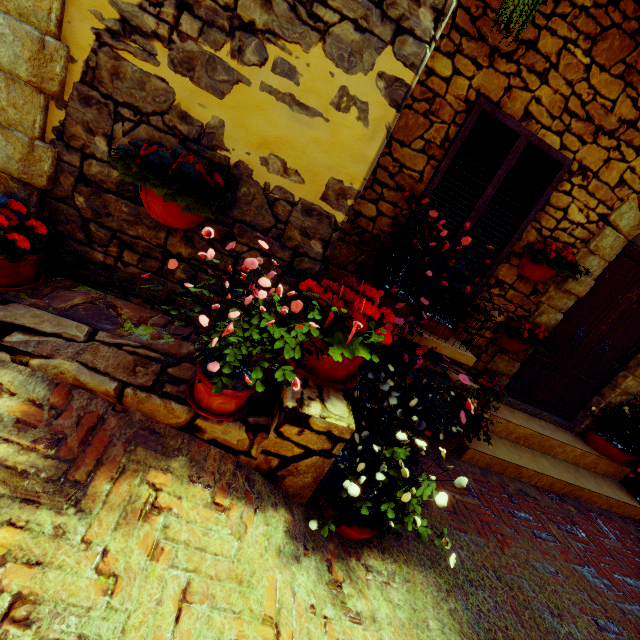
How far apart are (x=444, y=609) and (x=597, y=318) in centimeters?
377cm

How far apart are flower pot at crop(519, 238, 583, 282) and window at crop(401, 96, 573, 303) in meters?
0.1 m

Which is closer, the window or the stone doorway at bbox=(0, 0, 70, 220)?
the stone doorway at bbox=(0, 0, 70, 220)

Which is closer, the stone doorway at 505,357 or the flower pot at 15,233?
the flower pot at 15,233

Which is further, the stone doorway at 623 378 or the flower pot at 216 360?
the stone doorway at 623 378

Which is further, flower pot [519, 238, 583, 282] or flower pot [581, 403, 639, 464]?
flower pot [581, 403, 639, 464]

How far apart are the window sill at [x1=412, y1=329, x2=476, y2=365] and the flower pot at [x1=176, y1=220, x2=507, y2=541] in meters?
0.7

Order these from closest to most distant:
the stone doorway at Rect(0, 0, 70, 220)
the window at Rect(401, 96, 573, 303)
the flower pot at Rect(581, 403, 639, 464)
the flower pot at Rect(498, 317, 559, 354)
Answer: the stone doorway at Rect(0, 0, 70, 220) → the window at Rect(401, 96, 573, 303) → the flower pot at Rect(498, 317, 559, 354) → the flower pot at Rect(581, 403, 639, 464)
